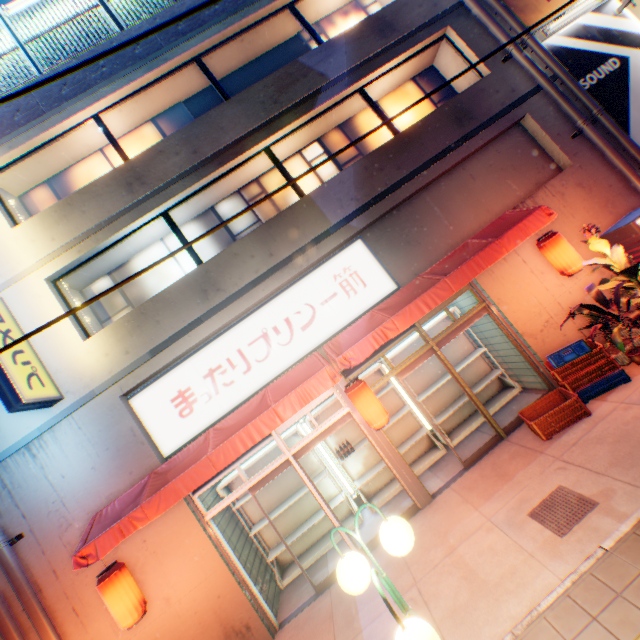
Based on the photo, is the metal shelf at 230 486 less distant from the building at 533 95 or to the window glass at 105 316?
the building at 533 95

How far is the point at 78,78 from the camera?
7.53m

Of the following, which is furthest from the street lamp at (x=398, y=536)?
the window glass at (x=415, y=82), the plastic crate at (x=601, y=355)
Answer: the window glass at (x=415, y=82)

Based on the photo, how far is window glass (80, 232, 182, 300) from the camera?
7.8m

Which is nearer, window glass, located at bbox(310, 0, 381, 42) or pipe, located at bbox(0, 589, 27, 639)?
pipe, located at bbox(0, 589, 27, 639)

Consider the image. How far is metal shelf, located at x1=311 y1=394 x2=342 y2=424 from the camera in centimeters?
783cm

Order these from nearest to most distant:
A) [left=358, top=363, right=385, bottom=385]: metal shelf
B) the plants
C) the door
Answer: the plants
the door
[left=358, top=363, right=385, bottom=385]: metal shelf
